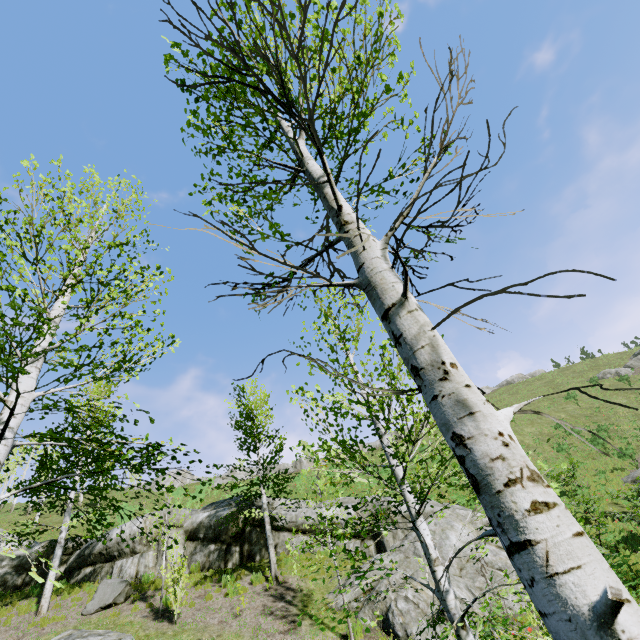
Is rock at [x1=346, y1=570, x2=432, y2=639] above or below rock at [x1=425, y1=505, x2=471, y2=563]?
below

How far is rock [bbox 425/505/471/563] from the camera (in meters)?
12.52

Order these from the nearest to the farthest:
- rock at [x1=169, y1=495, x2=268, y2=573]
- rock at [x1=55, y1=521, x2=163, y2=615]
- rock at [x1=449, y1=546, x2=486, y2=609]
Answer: rock at [x1=449, y1=546, x2=486, y2=609], rock at [x1=55, y1=521, x2=163, y2=615], rock at [x1=169, y1=495, x2=268, y2=573]

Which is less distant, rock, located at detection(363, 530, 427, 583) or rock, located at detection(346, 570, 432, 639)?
rock, located at detection(346, 570, 432, 639)

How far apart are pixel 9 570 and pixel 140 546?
7.04m

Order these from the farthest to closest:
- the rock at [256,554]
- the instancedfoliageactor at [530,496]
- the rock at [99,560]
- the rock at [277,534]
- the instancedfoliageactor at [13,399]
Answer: the rock at [277,534]
the rock at [256,554]
the rock at [99,560]
the instancedfoliageactor at [13,399]
the instancedfoliageactor at [530,496]

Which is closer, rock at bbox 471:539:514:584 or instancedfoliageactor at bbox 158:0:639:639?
instancedfoliageactor at bbox 158:0:639:639

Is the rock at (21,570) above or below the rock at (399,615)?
above
